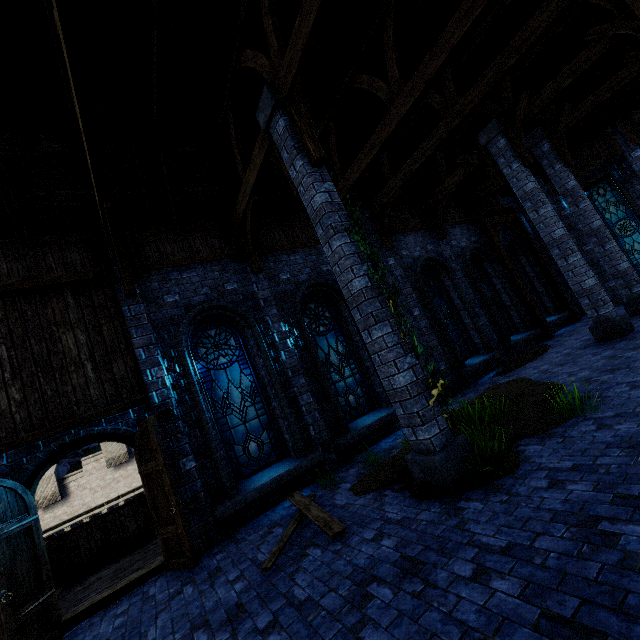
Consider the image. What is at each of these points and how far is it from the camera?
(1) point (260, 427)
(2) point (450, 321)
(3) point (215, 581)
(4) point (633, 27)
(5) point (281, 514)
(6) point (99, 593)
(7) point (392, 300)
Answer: (1) window glass, 7.7 meters
(2) window glass, 12.0 meters
(3) walkway, 4.6 meters
(4) pillar, 7.3 meters
(5) stairs, 6.2 meters
(6) walkway, 6.1 meters
(7) ivy, 5.1 meters

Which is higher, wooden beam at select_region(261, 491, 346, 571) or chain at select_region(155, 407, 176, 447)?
chain at select_region(155, 407, 176, 447)

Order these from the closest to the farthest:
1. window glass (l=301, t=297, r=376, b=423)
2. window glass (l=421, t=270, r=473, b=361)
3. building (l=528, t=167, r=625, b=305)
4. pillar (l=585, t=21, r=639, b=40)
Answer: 1. pillar (l=585, t=21, r=639, b=40)
2. window glass (l=301, t=297, r=376, b=423)
3. window glass (l=421, t=270, r=473, b=361)
4. building (l=528, t=167, r=625, b=305)

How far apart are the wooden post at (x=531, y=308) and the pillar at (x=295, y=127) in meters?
10.9

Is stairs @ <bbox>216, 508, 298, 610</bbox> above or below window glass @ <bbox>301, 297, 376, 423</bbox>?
below

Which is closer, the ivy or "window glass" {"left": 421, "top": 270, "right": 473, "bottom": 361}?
the ivy

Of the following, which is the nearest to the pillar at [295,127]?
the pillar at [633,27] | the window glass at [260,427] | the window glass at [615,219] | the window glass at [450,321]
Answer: the window glass at [260,427]

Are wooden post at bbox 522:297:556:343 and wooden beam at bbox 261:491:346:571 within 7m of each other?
no
